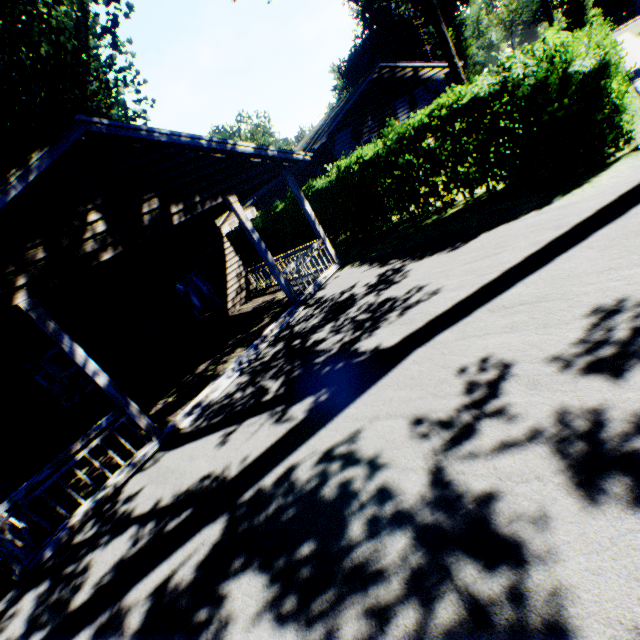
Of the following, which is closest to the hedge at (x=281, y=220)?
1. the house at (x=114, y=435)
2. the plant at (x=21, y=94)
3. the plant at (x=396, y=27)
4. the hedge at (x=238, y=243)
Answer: the hedge at (x=238, y=243)

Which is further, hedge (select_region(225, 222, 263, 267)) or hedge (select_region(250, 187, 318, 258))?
hedge (select_region(225, 222, 263, 267))

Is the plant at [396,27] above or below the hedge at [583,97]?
above

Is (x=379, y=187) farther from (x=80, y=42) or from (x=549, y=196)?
(x=80, y=42)

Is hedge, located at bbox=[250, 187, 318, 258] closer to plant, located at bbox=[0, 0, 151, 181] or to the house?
the house

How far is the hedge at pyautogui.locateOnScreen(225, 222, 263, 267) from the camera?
21.31m

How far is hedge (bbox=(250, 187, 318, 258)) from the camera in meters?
15.5

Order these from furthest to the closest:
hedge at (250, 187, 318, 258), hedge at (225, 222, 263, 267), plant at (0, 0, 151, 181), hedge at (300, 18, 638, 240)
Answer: hedge at (225, 222, 263, 267) < hedge at (250, 187, 318, 258) < plant at (0, 0, 151, 181) < hedge at (300, 18, 638, 240)
